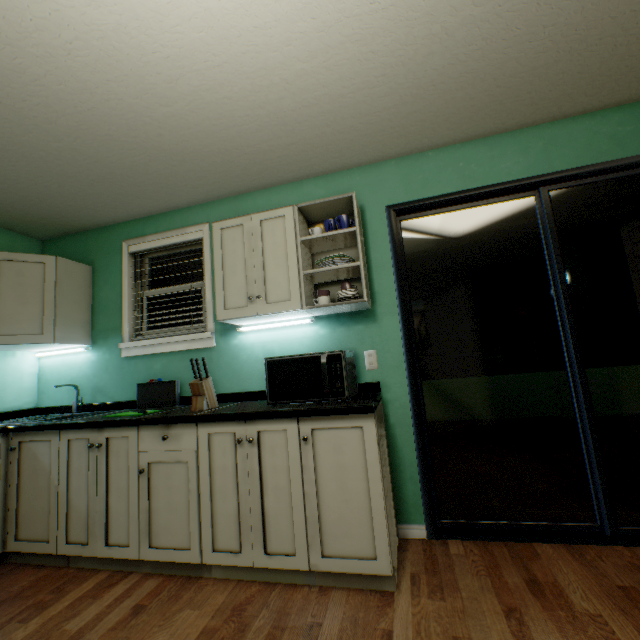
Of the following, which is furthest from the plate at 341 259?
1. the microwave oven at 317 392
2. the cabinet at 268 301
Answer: the microwave oven at 317 392

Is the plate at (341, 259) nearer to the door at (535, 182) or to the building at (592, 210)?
the door at (535, 182)

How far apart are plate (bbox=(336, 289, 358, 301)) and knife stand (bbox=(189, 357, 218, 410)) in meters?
0.9

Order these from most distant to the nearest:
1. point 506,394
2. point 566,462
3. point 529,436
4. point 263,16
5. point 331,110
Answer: point 506,394
point 529,436
point 566,462
point 331,110
point 263,16

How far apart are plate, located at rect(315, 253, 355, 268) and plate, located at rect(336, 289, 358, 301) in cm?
19

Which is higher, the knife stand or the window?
the window

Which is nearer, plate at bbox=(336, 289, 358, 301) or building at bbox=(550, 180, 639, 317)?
plate at bbox=(336, 289, 358, 301)

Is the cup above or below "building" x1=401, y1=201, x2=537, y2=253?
below
